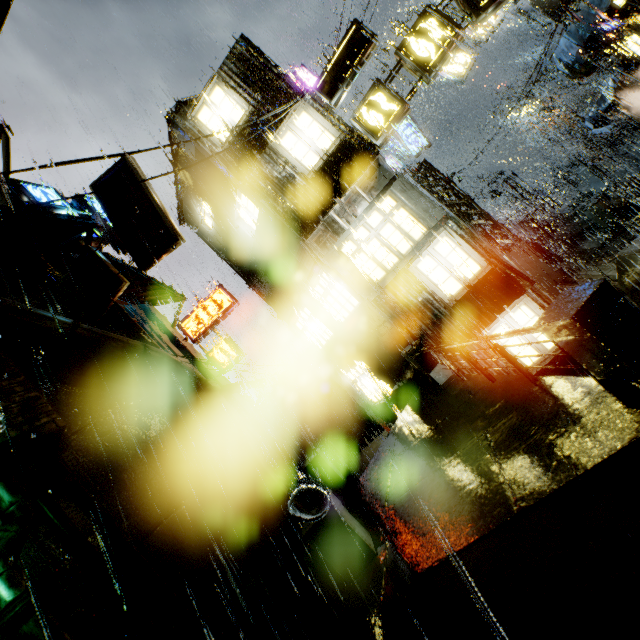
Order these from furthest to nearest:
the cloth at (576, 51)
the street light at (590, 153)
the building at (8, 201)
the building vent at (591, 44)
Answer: the street light at (590, 153) → the building vent at (591, 44) → the cloth at (576, 51) → the building at (8, 201)

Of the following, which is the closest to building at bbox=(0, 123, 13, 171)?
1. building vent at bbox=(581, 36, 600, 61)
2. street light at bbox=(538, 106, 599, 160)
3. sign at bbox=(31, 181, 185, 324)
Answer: building vent at bbox=(581, 36, 600, 61)

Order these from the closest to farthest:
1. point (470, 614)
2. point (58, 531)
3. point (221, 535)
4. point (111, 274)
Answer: point (470, 614)
point (58, 531)
point (221, 535)
point (111, 274)

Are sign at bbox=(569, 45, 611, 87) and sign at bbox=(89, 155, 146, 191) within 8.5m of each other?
no

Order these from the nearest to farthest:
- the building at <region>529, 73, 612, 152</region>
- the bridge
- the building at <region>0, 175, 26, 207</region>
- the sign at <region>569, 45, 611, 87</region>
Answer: the building at <region>0, 175, 26, 207</region>
the sign at <region>569, 45, 611, 87</region>
the bridge
the building at <region>529, 73, 612, 152</region>

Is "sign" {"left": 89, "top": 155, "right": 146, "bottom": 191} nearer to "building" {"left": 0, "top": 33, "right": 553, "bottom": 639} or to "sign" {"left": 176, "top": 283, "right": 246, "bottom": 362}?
"building" {"left": 0, "top": 33, "right": 553, "bottom": 639}

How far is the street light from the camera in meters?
28.7 m

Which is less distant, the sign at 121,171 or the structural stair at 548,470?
the structural stair at 548,470
